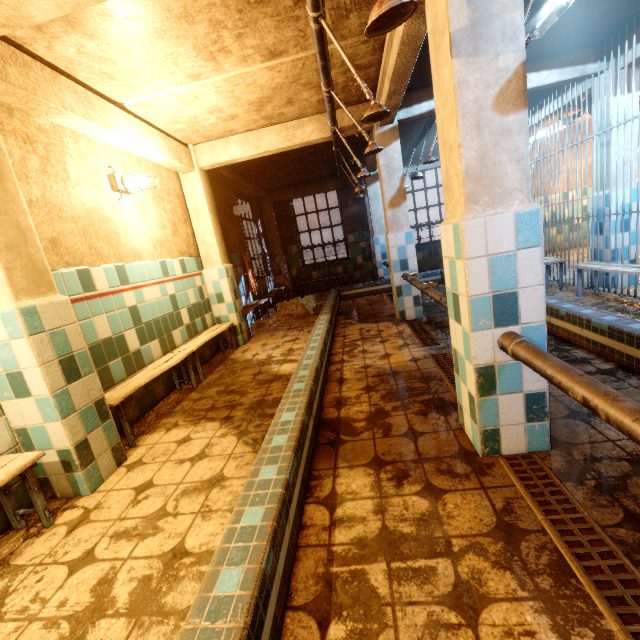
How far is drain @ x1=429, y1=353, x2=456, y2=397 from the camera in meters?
2.6 m

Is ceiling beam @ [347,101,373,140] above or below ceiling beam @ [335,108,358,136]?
above

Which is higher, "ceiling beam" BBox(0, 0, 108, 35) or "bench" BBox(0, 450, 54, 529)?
"ceiling beam" BBox(0, 0, 108, 35)

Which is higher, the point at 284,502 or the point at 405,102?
the point at 405,102

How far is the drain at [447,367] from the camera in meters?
2.6

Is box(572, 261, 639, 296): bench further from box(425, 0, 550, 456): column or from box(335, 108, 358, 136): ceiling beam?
box(335, 108, 358, 136): ceiling beam

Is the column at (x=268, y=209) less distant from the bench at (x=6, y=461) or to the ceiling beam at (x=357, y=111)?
the ceiling beam at (x=357, y=111)

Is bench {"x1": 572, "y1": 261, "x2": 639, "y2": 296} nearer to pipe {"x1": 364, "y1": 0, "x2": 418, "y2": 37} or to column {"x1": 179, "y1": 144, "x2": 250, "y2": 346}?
pipe {"x1": 364, "y1": 0, "x2": 418, "y2": 37}
